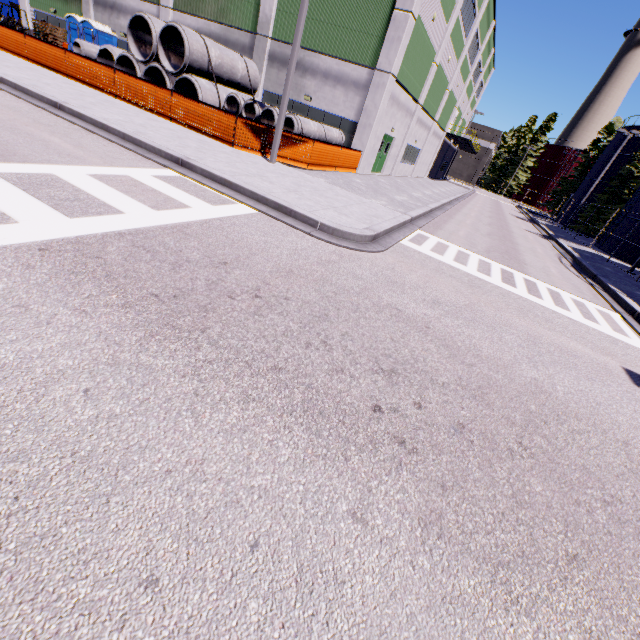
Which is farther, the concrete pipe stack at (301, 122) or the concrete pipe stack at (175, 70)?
the concrete pipe stack at (175, 70)

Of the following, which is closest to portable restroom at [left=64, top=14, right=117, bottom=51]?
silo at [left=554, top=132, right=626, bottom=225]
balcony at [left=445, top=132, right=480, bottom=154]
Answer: silo at [left=554, top=132, right=626, bottom=225]

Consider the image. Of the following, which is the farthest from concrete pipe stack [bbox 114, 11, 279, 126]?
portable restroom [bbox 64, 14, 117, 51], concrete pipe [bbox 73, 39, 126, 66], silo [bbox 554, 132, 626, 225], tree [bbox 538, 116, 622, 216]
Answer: tree [bbox 538, 116, 622, 216]

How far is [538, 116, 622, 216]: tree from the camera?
46.3m

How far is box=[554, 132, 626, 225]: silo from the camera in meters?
39.3

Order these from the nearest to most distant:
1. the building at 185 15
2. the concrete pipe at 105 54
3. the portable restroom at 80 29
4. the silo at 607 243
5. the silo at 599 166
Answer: the concrete pipe at 105 54, the building at 185 15, the portable restroom at 80 29, the silo at 607 243, the silo at 599 166

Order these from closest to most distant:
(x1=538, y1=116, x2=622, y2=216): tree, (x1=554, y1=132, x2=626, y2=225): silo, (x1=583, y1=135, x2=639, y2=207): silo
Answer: (x1=583, y1=135, x2=639, y2=207): silo
(x1=554, y1=132, x2=626, y2=225): silo
(x1=538, y1=116, x2=622, y2=216): tree

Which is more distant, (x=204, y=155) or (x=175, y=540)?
(x=204, y=155)
